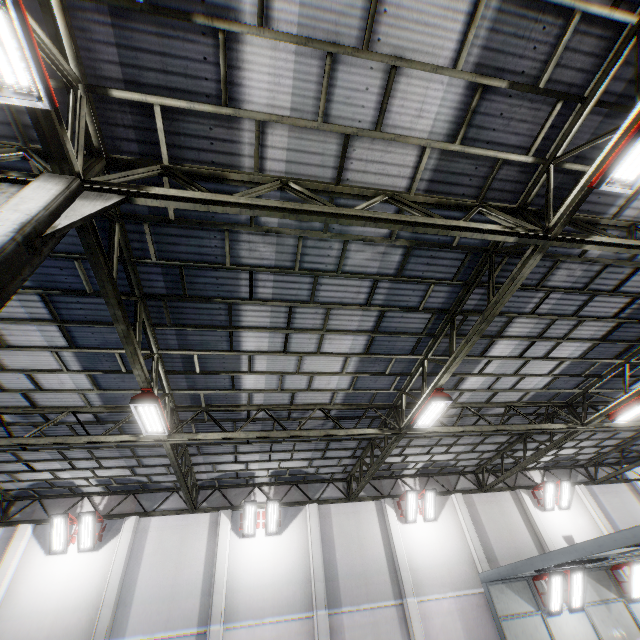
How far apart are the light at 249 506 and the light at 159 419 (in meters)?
7.71

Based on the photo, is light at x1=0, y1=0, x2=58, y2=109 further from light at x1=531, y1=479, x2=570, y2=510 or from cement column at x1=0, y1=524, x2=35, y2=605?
light at x1=531, y1=479, x2=570, y2=510

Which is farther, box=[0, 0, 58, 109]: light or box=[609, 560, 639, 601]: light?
box=[609, 560, 639, 601]: light

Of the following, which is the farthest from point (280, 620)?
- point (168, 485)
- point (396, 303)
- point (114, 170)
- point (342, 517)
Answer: point (114, 170)

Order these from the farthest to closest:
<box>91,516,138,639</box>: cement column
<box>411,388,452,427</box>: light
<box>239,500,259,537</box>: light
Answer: <box>239,500,259,537</box>: light → <box>91,516,138,639</box>: cement column → <box>411,388,452,427</box>: light

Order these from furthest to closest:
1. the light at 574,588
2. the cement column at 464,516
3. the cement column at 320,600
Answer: the cement column at 464,516, the cement column at 320,600, the light at 574,588

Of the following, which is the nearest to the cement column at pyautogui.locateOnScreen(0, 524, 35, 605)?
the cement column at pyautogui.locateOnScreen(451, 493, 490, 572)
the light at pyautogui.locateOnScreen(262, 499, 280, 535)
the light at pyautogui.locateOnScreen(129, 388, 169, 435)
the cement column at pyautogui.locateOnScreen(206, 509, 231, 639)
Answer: the cement column at pyautogui.locateOnScreen(206, 509, 231, 639)

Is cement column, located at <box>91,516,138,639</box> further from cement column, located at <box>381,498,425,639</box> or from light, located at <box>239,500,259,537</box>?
cement column, located at <box>381,498,425,639</box>
